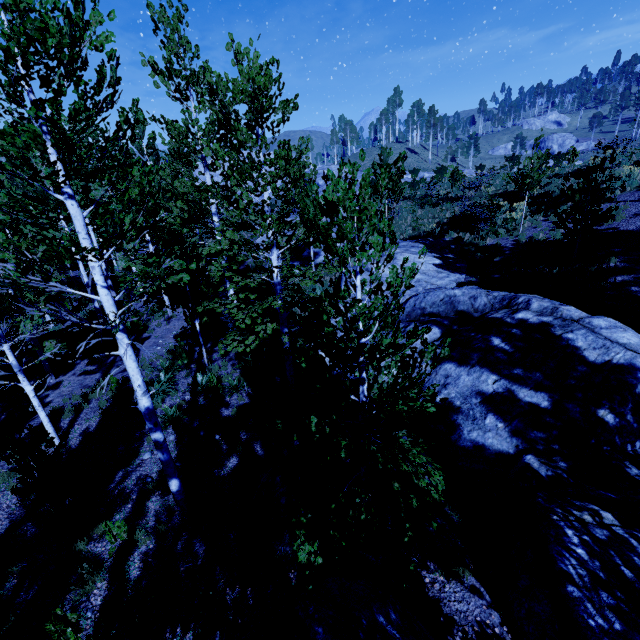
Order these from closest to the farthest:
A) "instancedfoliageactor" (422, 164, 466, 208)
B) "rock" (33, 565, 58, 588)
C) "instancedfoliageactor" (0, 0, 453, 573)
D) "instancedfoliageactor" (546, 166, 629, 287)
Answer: "instancedfoliageactor" (0, 0, 453, 573)
"rock" (33, 565, 58, 588)
"instancedfoliageactor" (546, 166, 629, 287)
"instancedfoliageactor" (422, 164, 466, 208)

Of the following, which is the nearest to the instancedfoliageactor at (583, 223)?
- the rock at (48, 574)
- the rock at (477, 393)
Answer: the rock at (477, 393)

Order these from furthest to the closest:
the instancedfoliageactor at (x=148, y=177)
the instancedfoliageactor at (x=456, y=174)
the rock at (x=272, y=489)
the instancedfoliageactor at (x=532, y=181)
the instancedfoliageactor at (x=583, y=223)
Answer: the instancedfoliageactor at (x=456, y=174) < the instancedfoliageactor at (x=532, y=181) < the instancedfoliageactor at (x=583, y=223) < the rock at (x=272, y=489) < the instancedfoliageactor at (x=148, y=177)

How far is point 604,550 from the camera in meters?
4.3 m

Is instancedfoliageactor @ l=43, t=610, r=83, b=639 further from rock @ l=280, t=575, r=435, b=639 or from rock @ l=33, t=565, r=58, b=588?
rock @ l=33, t=565, r=58, b=588

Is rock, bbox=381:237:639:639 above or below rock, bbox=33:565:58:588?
above

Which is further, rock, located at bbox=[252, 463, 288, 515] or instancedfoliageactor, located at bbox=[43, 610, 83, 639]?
rock, located at bbox=[252, 463, 288, 515]
